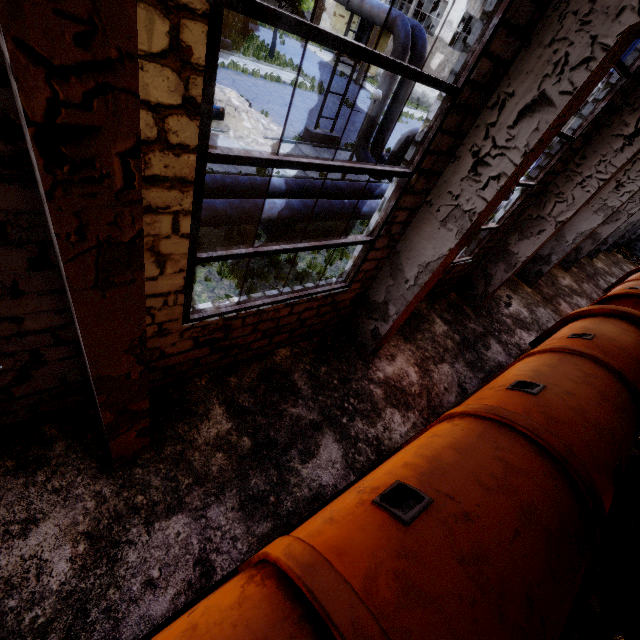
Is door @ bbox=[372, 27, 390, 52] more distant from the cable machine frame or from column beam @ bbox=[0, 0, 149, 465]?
column beam @ bbox=[0, 0, 149, 465]

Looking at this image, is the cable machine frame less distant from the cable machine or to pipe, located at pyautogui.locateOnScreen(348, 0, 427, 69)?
the cable machine

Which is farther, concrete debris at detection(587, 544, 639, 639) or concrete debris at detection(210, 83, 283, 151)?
concrete debris at detection(210, 83, 283, 151)

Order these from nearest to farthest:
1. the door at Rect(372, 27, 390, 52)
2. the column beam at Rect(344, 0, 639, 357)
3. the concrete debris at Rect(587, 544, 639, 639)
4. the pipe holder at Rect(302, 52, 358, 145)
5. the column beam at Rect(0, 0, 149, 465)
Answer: the column beam at Rect(0, 0, 149, 465) → the column beam at Rect(344, 0, 639, 357) → the concrete debris at Rect(587, 544, 639, 639) → the pipe holder at Rect(302, 52, 358, 145) → the door at Rect(372, 27, 390, 52)

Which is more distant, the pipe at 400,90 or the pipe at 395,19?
the pipe at 400,90

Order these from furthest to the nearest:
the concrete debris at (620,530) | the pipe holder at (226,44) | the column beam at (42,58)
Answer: the pipe holder at (226,44), the concrete debris at (620,530), the column beam at (42,58)

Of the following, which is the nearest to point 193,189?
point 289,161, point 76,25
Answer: point 289,161

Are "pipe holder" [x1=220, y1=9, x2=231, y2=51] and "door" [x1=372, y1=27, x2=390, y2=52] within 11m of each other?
no
